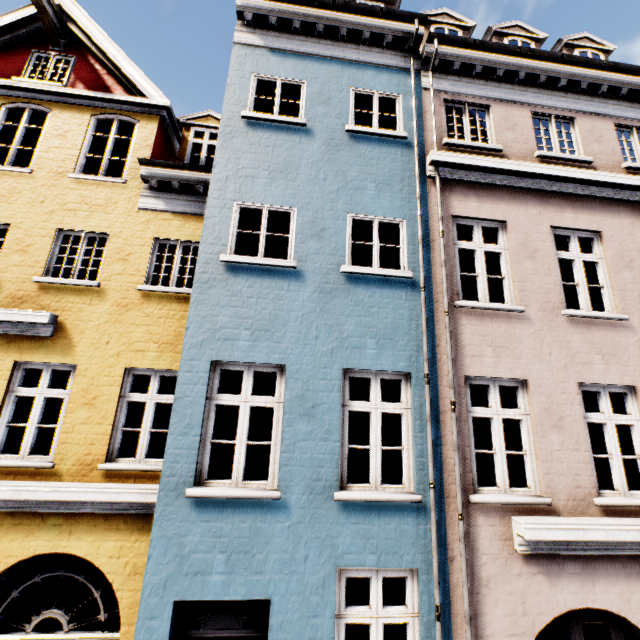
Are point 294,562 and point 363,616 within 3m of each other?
yes
